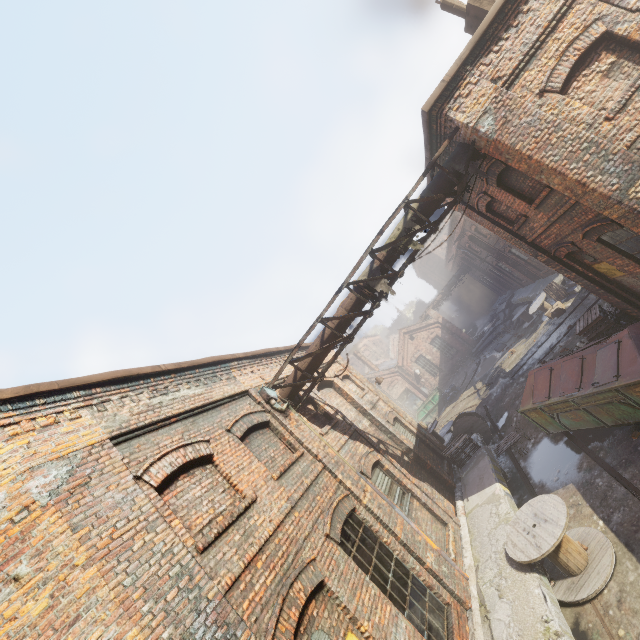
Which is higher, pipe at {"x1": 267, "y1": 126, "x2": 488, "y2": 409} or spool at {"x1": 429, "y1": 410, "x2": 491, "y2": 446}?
pipe at {"x1": 267, "y1": 126, "x2": 488, "y2": 409}

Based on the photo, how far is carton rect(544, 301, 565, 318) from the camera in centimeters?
1775cm

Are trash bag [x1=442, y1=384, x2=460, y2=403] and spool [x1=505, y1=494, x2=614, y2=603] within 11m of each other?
no

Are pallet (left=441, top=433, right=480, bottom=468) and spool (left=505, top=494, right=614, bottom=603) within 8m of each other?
yes

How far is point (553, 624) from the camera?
5.0 meters

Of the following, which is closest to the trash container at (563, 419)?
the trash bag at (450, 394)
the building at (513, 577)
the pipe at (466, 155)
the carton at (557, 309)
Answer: the building at (513, 577)

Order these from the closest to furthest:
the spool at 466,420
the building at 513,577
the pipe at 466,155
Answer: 1. the building at 513,577
2. the pipe at 466,155
3. the spool at 466,420

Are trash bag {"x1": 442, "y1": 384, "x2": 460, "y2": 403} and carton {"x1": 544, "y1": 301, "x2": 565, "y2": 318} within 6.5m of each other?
no
